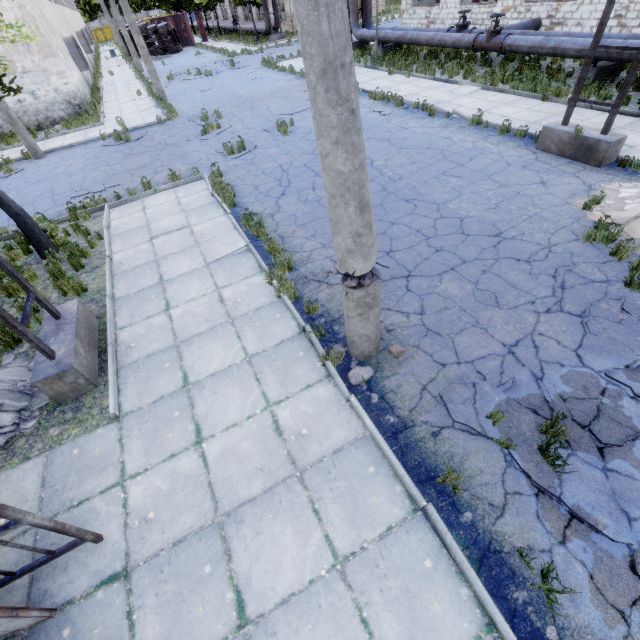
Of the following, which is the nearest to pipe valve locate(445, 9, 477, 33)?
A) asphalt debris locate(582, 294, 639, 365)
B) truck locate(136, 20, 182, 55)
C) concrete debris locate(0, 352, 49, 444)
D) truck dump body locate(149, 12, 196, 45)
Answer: asphalt debris locate(582, 294, 639, 365)

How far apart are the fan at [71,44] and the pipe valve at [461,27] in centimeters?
2453cm

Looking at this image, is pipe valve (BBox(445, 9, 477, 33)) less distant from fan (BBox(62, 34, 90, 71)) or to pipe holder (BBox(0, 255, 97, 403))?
pipe holder (BBox(0, 255, 97, 403))

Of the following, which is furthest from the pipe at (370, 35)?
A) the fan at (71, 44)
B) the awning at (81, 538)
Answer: the awning at (81, 538)

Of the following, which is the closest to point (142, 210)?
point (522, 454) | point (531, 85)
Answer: point (522, 454)

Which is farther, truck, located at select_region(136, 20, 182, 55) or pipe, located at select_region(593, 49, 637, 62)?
truck, located at select_region(136, 20, 182, 55)

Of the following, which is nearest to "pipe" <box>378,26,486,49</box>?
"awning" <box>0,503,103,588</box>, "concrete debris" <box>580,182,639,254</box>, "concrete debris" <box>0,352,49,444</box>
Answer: "concrete debris" <box>580,182,639,254</box>

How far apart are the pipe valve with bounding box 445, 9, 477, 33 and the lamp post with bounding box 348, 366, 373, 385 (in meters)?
19.86
